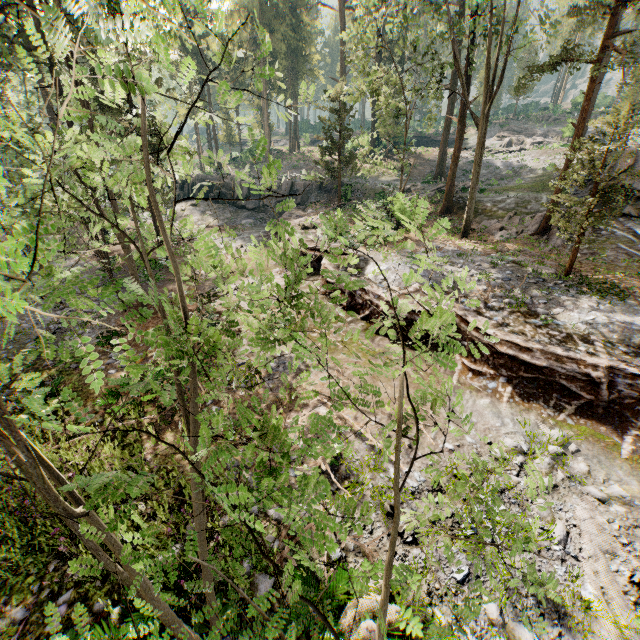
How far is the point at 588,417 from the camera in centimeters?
947cm

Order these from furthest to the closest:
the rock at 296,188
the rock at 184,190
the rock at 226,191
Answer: the rock at 184,190 < the rock at 226,191 < the rock at 296,188

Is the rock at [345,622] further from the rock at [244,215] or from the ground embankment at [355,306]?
the rock at [244,215]

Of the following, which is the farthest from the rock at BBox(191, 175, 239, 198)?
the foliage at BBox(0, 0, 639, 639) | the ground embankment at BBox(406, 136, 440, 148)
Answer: the ground embankment at BBox(406, 136, 440, 148)

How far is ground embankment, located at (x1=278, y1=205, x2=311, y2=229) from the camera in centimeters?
2531cm

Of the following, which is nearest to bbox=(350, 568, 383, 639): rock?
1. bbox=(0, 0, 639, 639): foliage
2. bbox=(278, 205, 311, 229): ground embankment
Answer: bbox=(0, 0, 639, 639): foliage

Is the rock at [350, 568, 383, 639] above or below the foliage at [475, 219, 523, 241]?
below

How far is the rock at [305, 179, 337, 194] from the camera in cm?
3331
